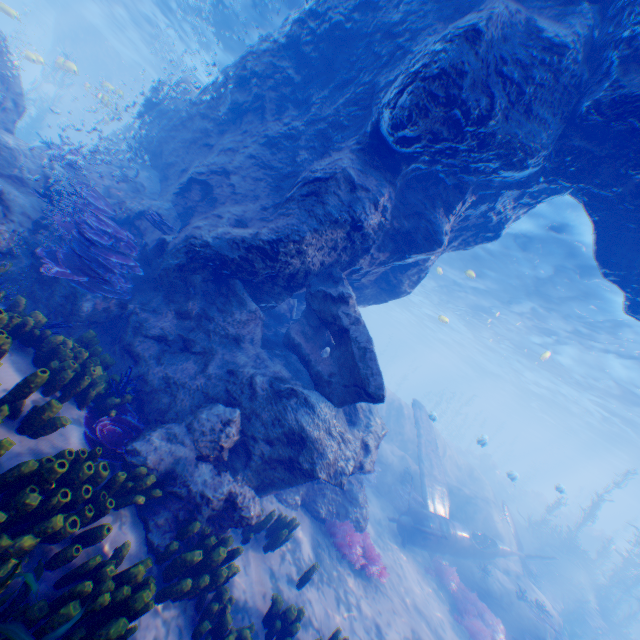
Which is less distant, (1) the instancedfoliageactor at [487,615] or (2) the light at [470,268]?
(1) the instancedfoliageactor at [487,615]

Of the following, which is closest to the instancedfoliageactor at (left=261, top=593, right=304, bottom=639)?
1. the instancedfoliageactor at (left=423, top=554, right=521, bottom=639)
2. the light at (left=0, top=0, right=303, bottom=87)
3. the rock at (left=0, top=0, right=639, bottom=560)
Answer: the rock at (left=0, top=0, right=639, bottom=560)

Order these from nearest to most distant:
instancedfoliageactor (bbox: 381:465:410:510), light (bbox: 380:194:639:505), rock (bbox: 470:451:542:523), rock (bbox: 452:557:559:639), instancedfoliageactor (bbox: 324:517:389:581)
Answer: instancedfoliageactor (bbox: 324:517:389:581), rock (bbox: 452:557:559:639), light (bbox: 380:194:639:505), instancedfoliageactor (bbox: 381:465:410:510), rock (bbox: 470:451:542:523)

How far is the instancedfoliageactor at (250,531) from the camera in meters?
6.0 m

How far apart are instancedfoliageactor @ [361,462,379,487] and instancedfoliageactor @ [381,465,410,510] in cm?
74

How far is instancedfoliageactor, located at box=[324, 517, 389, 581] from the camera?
8.0 meters

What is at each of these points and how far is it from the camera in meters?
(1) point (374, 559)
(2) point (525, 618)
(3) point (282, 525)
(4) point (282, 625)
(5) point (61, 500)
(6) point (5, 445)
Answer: (1) instancedfoliageactor, 8.4 m
(2) rock, 12.3 m
(3) instancedfoliageactor, 6.6 m
(4) instancedfoliageactor, 5.1 m
(5) instancedfoliageactor, 3.3 m
(6) instancedfoliageactor, 2.9 m

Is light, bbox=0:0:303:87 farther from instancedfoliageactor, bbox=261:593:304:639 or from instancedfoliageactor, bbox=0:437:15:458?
instancedfoliageactor, bbox=261:593:304:639
